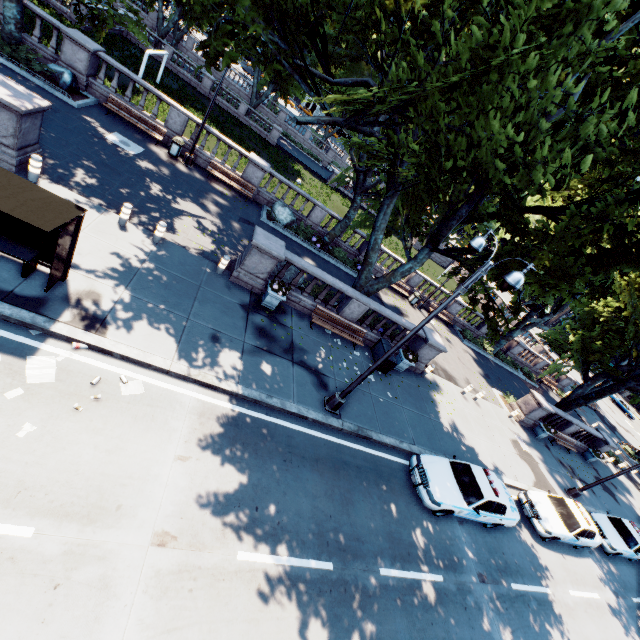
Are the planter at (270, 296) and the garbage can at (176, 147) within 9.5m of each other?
no

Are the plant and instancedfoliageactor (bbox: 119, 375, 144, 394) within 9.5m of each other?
yes

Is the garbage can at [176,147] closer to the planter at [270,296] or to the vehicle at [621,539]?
the planter at [270,296]

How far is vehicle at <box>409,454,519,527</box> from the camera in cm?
1085

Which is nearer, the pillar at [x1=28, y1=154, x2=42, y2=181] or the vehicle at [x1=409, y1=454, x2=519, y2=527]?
the pillar at [x1=28, y1=154, x2=42, y2=181]

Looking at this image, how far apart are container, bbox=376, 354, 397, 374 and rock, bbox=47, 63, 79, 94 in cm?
1983

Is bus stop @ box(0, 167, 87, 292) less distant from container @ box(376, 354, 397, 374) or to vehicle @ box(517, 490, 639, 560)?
container @ box(376, 354, 397, 374)

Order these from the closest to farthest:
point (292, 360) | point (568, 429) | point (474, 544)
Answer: point (474, 544)
point (292, 360)
point (568, 429)
